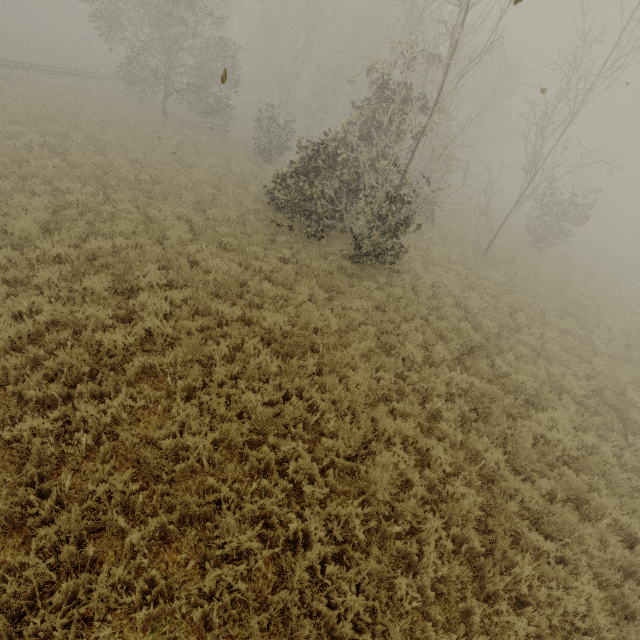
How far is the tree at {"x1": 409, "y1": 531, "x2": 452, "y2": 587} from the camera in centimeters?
427cm

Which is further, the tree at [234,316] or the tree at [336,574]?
the tree at [234,316]

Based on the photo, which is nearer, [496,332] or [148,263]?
[148,263]

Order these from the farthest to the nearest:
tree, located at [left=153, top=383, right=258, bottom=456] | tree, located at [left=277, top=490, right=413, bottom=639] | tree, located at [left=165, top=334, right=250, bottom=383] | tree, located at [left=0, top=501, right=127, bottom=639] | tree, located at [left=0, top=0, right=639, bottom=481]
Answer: tree, located at [left=0, top=0, right=639, bottom=481]
tree, located at [left=165, top=334, right=250, bottom=383]
tree, located at [left=153, top=383, right=258, bottom=456]
tree, located at [left=277, top=490, right=413, bottom=639]
tree, located at [left=0, top=501, right=127, bottom=639]

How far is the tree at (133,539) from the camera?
3.7m

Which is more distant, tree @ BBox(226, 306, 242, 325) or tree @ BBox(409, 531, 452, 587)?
tree @ BBox(226, 306, 242, 325)
